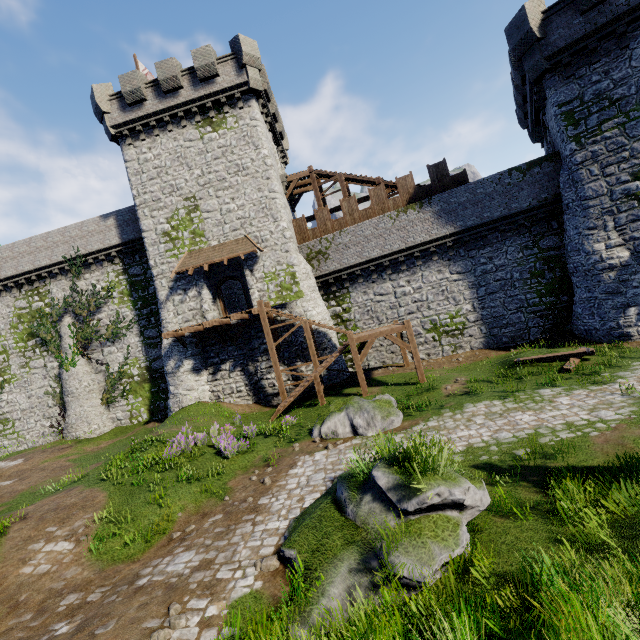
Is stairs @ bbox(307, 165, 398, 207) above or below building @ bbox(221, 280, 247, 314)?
above

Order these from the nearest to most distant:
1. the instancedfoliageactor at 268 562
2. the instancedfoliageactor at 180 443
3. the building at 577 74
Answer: the instancedfoliageactor at 268 562, the instancedfoliageactor at 180 443, the building at 577 74

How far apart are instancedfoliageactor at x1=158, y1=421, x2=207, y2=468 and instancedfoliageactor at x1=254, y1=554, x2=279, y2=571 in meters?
8.2

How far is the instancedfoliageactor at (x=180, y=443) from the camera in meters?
12.4 m

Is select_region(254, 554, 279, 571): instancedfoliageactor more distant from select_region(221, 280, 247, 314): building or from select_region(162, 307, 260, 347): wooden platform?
select_region(221, 280, 247, 314): building

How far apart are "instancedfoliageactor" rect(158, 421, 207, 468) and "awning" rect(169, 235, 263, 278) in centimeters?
1049cm

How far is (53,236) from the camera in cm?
2497

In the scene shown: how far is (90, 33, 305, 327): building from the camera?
20.77m
